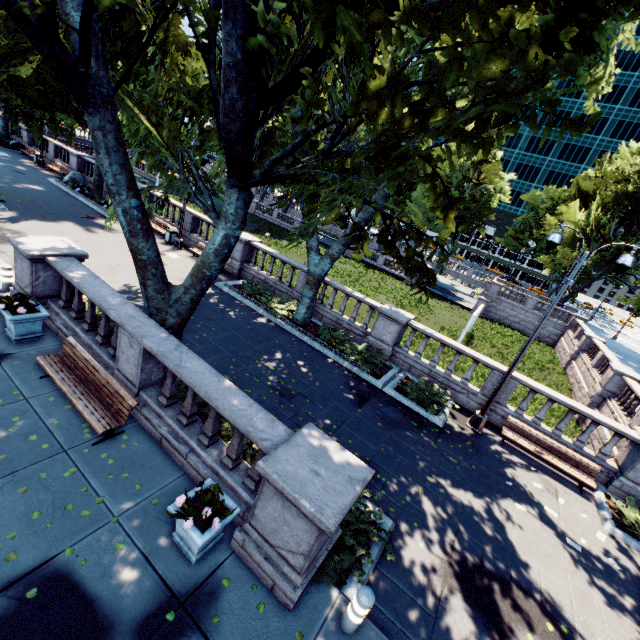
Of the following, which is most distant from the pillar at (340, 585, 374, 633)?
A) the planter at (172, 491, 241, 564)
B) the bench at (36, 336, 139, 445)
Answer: the bench at (36, 336, 139, 445)

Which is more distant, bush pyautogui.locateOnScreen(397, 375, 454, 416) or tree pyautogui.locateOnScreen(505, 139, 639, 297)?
tree pyautogui.locateOnScreen(505, 139, 639, 297)

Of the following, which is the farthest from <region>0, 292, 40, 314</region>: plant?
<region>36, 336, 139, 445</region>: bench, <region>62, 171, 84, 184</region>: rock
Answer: <region>62, 171, 84, 184</region>: rock

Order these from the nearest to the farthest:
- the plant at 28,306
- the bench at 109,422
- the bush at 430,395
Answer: the bench at 109,422
the plant at 28,306
the bush at 430,395

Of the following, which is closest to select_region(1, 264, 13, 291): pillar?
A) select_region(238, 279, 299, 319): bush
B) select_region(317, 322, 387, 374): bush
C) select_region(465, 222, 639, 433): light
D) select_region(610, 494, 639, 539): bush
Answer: select_region(238, 279, 299, 319): bush

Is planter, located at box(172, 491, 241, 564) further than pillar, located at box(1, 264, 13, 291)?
No

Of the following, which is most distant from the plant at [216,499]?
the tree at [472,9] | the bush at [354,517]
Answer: the tree at [472,9]

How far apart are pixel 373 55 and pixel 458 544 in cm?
971
